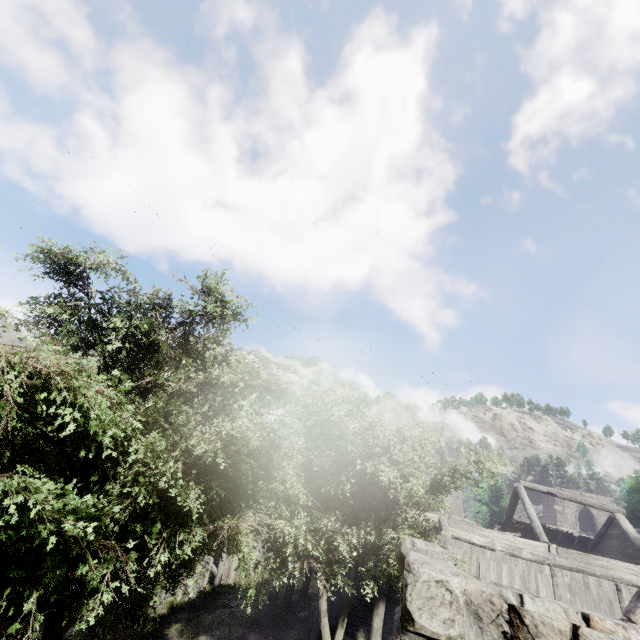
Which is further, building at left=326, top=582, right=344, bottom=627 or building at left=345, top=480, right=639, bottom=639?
building at left=326, top=582, right=344, bottom=627

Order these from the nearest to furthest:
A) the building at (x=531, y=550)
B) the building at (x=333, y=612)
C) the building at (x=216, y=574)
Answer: the building at (x=531, y=550)
the building at (x=333, y=612)
the building at (x=216, y=574)

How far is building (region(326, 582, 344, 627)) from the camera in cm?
1499

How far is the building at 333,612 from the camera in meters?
15.0

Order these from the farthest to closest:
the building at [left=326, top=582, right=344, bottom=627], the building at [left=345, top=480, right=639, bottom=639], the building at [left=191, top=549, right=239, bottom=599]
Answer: the building at [left=191, top=549, right=239, bottom=599]
the building at [left=326, top=582, right=344, bottom=627]
the building at [left=345, top=480, right=639, bottom=639]

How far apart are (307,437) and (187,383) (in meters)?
9.66
